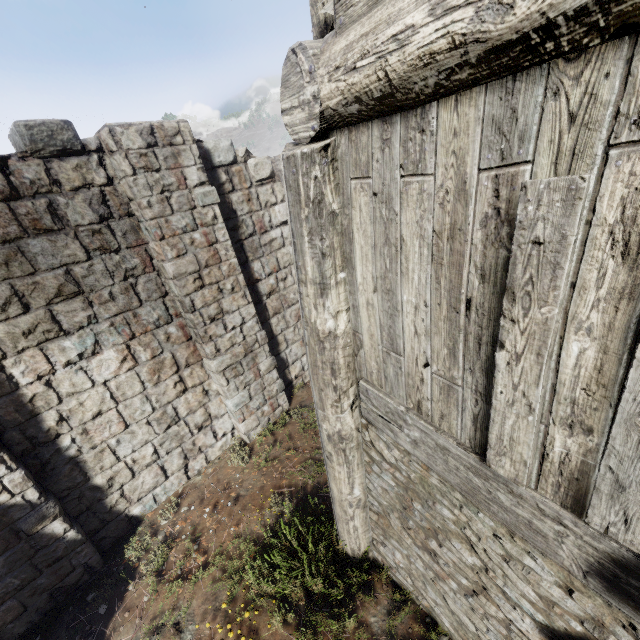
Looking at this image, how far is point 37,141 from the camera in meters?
4.3
